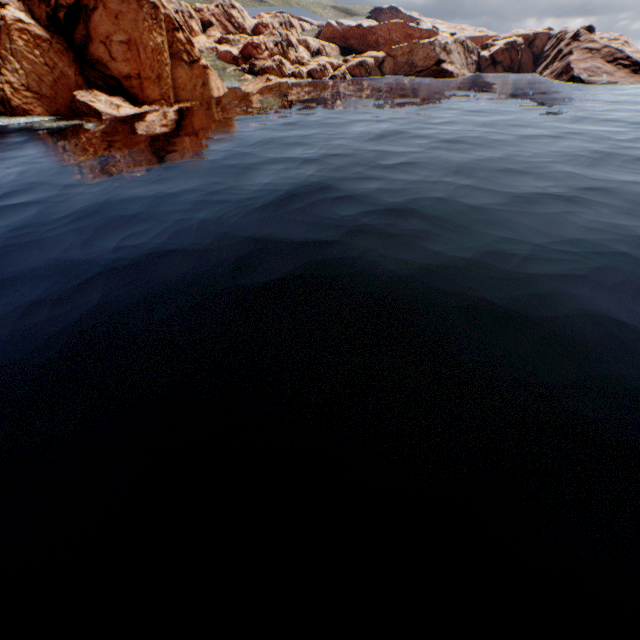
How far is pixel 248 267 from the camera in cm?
1522
